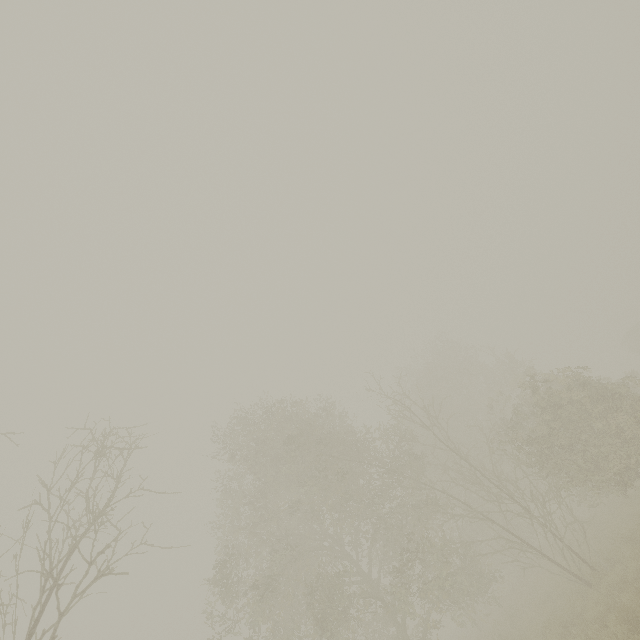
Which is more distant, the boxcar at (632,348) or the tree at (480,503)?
the boxcar at (632,348)

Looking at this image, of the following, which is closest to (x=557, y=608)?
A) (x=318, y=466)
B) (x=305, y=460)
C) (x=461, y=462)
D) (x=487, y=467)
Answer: (x=318, y=466)

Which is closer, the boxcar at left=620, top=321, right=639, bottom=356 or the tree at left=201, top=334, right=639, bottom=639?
the tree at left=201, top=334, right=639, bottom=639
